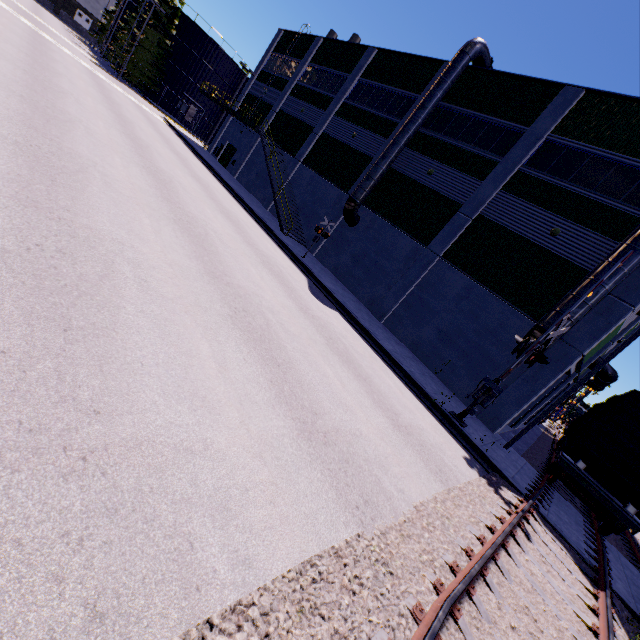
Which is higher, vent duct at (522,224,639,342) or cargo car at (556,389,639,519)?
vent duct at (522,224,639,342)

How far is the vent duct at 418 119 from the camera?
18.5 meters

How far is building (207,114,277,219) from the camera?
29.6m

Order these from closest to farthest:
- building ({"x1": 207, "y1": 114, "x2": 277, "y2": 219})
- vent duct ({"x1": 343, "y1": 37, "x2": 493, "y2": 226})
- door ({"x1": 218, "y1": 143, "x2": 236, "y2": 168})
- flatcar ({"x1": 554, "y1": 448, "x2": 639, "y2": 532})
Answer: flatcar ({"x1": 554, "y1": 448, "x2": 639, "y2": 532})
vent duct ({"x1": 343, "y1": 37, "x2": 493, "y2": 226})
building ({"x1": 207, "y1": 114, "x2": 277, "y2": 219})
door ({"x1": 218, "y1": 143, "x2": 236, "y2": 168})

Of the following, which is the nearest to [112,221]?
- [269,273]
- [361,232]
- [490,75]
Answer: [269,273]

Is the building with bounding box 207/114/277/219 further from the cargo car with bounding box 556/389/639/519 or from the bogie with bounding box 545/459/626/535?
the bogie with bounding box 545/459/626/535

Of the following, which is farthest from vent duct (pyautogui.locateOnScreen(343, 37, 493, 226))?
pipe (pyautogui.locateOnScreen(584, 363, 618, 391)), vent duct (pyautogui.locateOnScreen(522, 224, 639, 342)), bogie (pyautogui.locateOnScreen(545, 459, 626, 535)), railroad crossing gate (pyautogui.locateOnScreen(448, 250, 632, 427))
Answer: pipe (pyautogui.locateOnScreen(584, 363, 618, 391))

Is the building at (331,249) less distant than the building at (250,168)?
Yes
